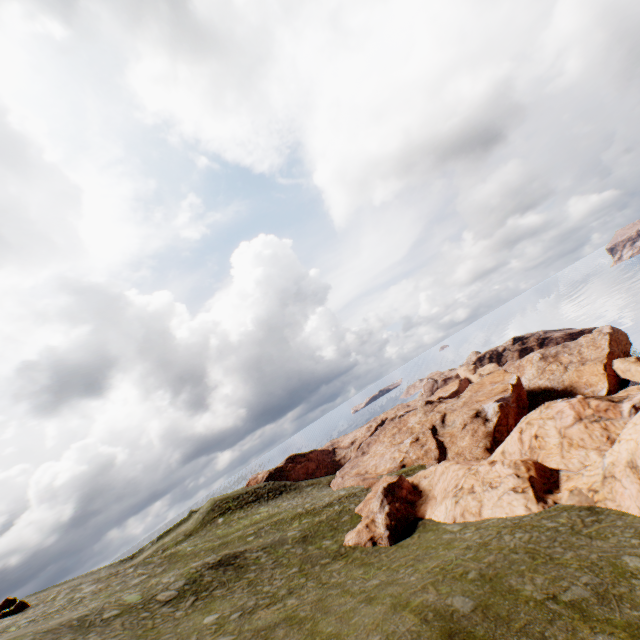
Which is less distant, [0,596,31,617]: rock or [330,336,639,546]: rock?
[330,336,639,546]: rock

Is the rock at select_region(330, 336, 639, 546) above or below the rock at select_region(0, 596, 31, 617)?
below

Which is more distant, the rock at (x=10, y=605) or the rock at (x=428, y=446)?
the rock at (x=10, y=605)

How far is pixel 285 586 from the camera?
21.3 meters

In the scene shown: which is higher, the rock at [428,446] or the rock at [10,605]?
the rock at [10,605]
